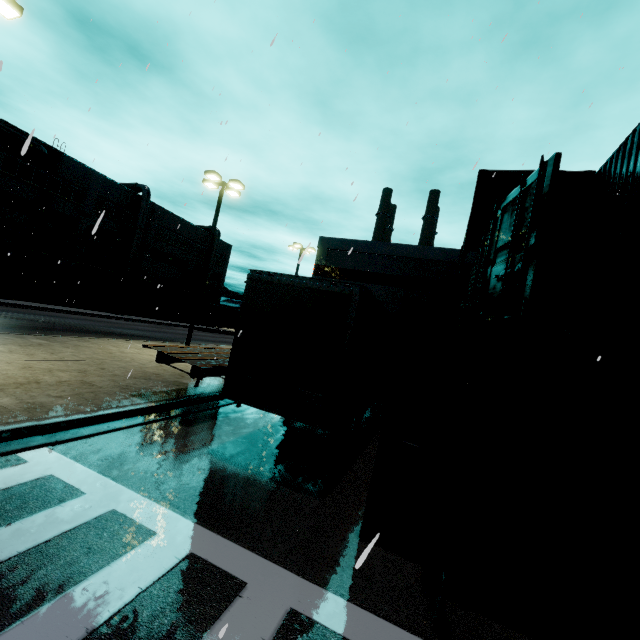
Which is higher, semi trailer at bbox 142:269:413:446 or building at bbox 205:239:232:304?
building at bbox 205:239:232:304

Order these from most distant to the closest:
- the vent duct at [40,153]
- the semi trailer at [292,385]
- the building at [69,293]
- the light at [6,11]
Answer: the building at [69,293], the vent duct at [40,153], the light at [6,11], the semi trailer at [292,385]

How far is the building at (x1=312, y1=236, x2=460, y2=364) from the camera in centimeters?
2377cm

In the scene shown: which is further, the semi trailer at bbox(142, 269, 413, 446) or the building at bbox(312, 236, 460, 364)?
the building at bbox(312, 236, 460, 364)

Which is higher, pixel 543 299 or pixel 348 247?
pixel 348 247

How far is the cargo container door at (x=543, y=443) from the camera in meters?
4.3

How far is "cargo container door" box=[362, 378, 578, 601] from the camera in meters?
4.3

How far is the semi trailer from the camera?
6.19m
